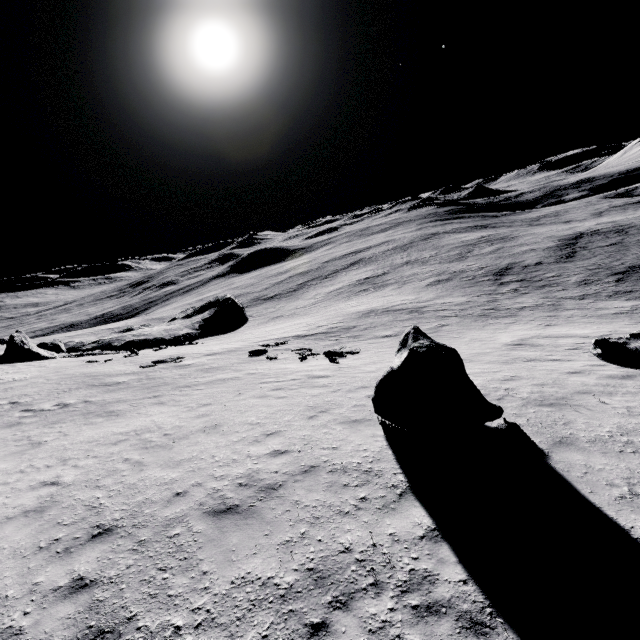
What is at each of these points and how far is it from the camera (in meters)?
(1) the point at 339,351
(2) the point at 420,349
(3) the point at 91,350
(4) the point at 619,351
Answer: (1) stone, 18.61
(2) stone, 8.13
(3) stone, 39.22
(4) stone, 13.30

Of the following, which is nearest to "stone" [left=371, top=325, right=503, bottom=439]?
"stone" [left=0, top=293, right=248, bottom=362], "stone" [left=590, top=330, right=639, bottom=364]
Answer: "stone" [left=590, top=330, right=639, bottom=364]

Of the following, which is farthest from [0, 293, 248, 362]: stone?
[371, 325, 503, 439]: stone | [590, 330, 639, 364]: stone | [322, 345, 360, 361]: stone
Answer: [590, 330, 639, 364]: stone

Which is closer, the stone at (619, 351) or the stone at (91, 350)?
the stone at (619, 351)

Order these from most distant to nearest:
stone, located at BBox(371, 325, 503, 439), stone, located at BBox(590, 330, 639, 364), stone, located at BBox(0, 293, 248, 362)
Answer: stone, located at BBox(0, 293, 248, 362), stone, located at BBox(590, 330, 639, 364), stone, located at BBox(371, 325, 503, 439)

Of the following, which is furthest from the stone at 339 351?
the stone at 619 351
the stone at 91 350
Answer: the stone at 91 350

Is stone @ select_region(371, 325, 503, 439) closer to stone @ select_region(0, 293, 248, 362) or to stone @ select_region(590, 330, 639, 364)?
stone @ select_region(590, 330, 639, 364)

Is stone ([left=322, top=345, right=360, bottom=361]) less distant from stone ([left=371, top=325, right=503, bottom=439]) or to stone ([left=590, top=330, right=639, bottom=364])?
stone ([left=371, top=325, right=503, bottom=439])
